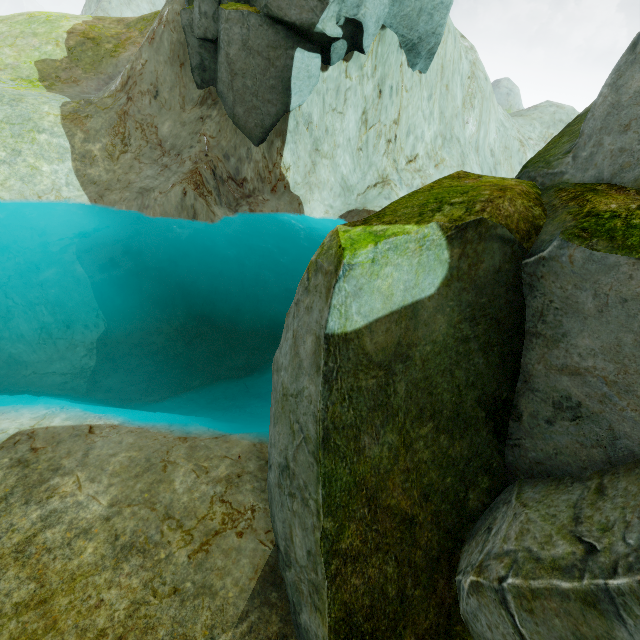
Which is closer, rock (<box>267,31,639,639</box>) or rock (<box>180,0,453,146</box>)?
rock (<box>267,31,639,639</box>)

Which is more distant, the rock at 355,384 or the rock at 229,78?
the rock at 229,78

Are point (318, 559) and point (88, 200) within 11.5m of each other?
no
